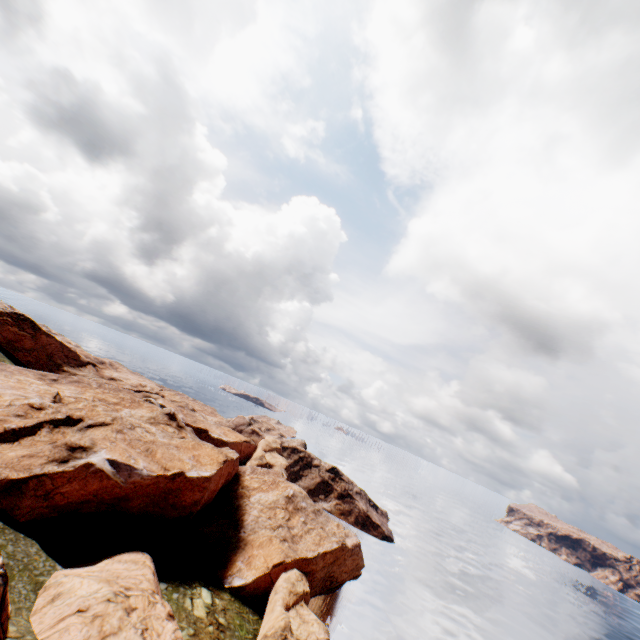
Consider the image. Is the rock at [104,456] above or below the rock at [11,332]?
below

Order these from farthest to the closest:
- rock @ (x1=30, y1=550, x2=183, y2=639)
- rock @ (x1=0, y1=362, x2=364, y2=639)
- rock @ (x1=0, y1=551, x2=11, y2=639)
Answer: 1. rock @ (x1=0, y1=362, x2=364, y2=639)
2. rock @ (x1=30, y1=550, x2=183, y2=639)
3. rock @ (x1=0, y1=551, x2=11, y2=639)

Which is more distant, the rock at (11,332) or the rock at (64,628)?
the rock at (11,332)

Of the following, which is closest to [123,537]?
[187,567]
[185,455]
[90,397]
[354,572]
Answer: [187,567]

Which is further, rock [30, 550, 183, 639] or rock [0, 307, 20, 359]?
rock [0, 307, 20, 359]

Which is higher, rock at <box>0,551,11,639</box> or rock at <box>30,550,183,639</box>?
rock at <box>0,551,11,639</box>
